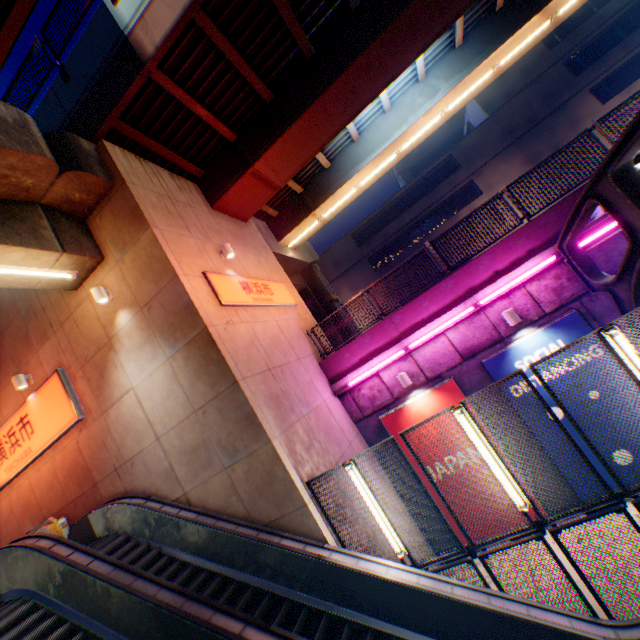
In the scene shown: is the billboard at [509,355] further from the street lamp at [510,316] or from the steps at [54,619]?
the steps at [54,619]

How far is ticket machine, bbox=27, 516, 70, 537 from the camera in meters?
9.1

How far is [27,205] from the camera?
7.7m

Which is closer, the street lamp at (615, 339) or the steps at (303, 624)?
the street lamp at (615, 339)

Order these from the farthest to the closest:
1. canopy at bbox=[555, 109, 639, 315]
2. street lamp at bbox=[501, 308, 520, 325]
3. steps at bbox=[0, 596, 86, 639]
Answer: street lamp at bbox=[501, 308, 520, 325], steps at bbox=[0, 596, 86, 639], canopy at bbox=[555, 109, 639, 315]

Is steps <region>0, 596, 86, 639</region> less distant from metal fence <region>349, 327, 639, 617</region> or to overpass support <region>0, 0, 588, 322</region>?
metal fence <region>349, 327, 639, 617</region>

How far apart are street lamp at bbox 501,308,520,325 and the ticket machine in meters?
13.8 m

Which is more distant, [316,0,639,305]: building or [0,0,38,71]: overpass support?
[316,0,639,305]: building
